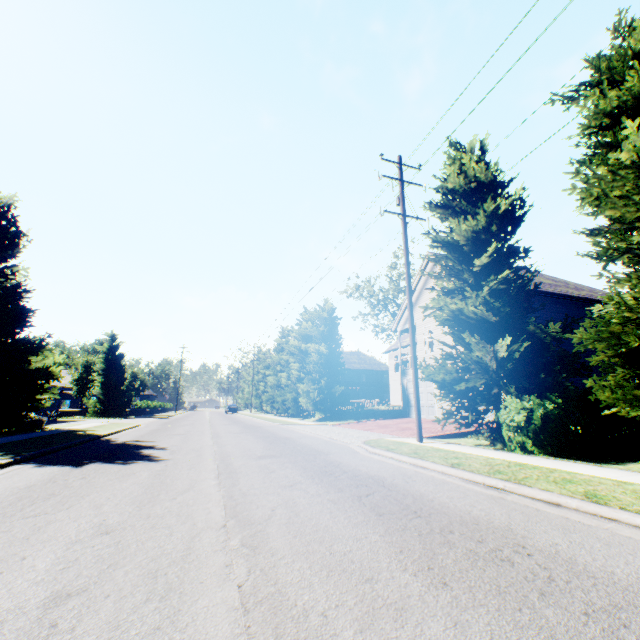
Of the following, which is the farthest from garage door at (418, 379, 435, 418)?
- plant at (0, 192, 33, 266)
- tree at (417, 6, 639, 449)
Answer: plant at (0, 192, 33, 266)

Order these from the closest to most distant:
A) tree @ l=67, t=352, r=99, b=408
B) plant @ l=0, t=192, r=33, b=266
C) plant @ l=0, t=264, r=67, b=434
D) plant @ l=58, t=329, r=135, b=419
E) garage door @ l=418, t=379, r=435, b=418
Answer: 1. plant @ l=0, t=264, r=67, b=434
2. plant @ l=0, t=192, r=33, b=266
3. garage door @ l=418, t=379, r=435, b=418
4. plant @ l=58, t=329, r=135, b=419
5. tree @ l=67, t=352, r=99, b=408

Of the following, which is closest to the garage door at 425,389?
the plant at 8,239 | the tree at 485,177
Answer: the tree at 485,177

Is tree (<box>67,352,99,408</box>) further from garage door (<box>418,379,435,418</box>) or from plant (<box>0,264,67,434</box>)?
garage door (<box>418,379,435,418</box>)

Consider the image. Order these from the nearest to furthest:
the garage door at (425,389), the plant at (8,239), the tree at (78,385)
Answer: the plant at (8,239) < the garage door at (425,389) < the tree at (78,385)

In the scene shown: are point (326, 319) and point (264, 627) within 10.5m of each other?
no
